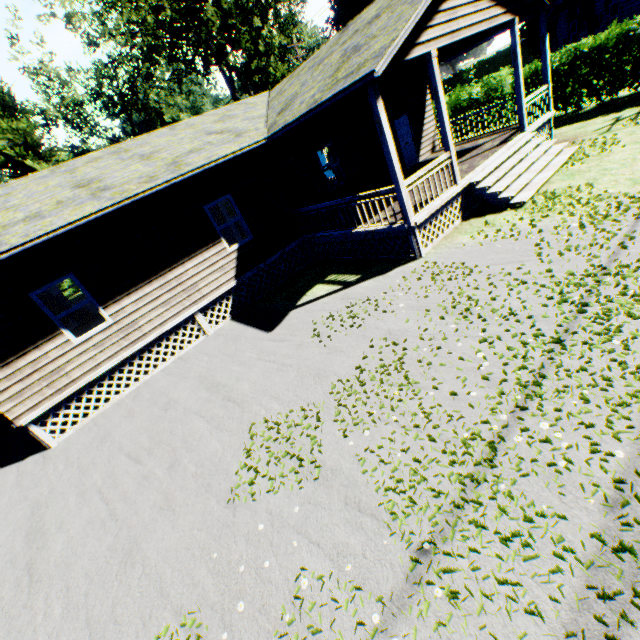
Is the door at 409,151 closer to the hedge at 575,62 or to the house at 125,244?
the house at 125,244

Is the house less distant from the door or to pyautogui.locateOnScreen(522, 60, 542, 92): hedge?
the door

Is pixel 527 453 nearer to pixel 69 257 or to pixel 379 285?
pixel 379 285

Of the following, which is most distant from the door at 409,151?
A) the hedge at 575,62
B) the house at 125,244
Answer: the hedge at 575,62

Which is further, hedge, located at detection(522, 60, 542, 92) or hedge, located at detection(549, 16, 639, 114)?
hedge, located at detection(522, 60, 542, 92)

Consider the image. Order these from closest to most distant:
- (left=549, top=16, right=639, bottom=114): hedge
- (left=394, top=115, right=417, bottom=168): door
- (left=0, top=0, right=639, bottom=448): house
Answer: (left=0, top=0, right=639, bottom=448): house, (left=549, top=16, right=639, bottom=114): hedge, (left=394, top=115, right=417, bottom=168): door

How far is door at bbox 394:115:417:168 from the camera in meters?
14.9 m
